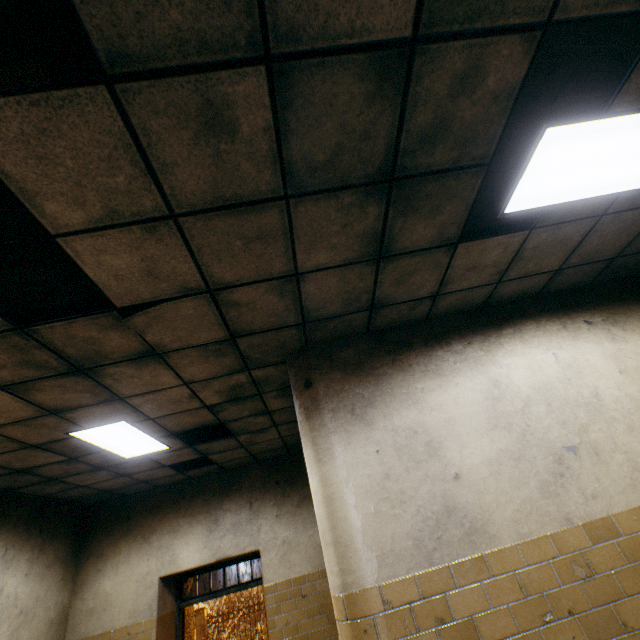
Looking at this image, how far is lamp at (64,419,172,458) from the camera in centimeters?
378cm

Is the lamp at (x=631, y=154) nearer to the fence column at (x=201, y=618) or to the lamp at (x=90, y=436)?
the lamp at (x=90, y=436)

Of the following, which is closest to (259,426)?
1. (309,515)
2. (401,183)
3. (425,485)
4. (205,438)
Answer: (205,438)

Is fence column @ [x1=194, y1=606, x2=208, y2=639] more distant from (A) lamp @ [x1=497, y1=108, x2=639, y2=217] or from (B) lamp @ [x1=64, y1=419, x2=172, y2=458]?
(A) lamp @ [x1=497, y1=108, x2=639, y2=217]

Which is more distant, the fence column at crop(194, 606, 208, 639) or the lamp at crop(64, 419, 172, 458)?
the fence column at crop(194, 606, 208, 639)

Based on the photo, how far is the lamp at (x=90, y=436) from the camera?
3.8m

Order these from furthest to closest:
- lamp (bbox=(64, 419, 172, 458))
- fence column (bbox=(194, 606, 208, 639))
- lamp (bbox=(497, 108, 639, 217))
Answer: fence column (bbox=(194, 606, 208, 639)) < lamp (bbox=(64, 419, 172, 458)) < lamp (bbox=(497, 108, 639, 217))
